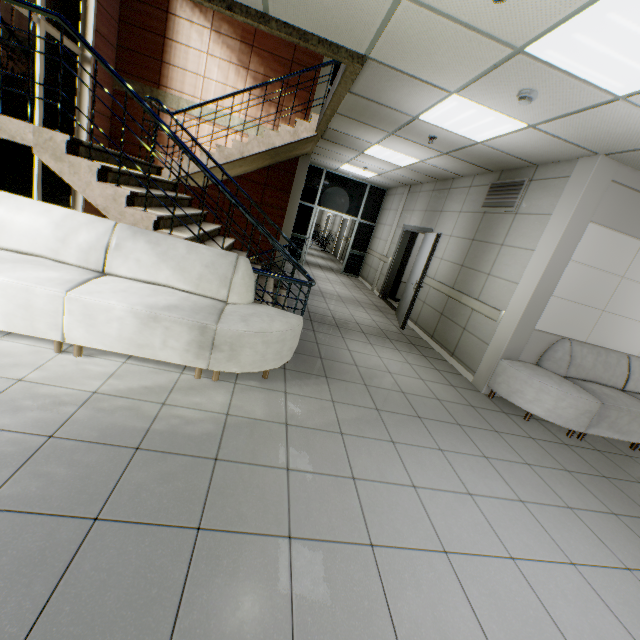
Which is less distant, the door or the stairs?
the stairs

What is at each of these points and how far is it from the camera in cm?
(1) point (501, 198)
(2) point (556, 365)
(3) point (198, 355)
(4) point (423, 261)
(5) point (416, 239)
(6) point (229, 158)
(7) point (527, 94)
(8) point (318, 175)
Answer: (1) ventilation grill, 529
(2) sofa, 445
(3) sofa, 286
(4) door, 654
(5) cabinet, 917
(6) stairs, 625
(7) fire alarm, 290
(8) doorway, 1084

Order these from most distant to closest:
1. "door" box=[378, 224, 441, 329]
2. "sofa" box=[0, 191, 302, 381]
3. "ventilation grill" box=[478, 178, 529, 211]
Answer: "door" box=[378, 224, 441, 329]
"ventilation grill" box=[478, 178, 529, 211]
"sofa" box=[0, 191, 302, 381]

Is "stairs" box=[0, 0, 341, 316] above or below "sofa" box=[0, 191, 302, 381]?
above

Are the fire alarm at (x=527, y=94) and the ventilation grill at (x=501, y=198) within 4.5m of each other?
yes

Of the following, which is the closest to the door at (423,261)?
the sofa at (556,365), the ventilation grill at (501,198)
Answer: the ventilation grill at (501,198)

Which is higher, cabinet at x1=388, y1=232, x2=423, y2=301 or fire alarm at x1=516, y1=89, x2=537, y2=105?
fire alarm at x1=516, y1=89, x2=537, y2=105

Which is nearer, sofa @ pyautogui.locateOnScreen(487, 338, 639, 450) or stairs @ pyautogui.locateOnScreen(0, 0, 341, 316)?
stairs @ pyautogui.locateOnScreen(0, 0, 341, 316)
